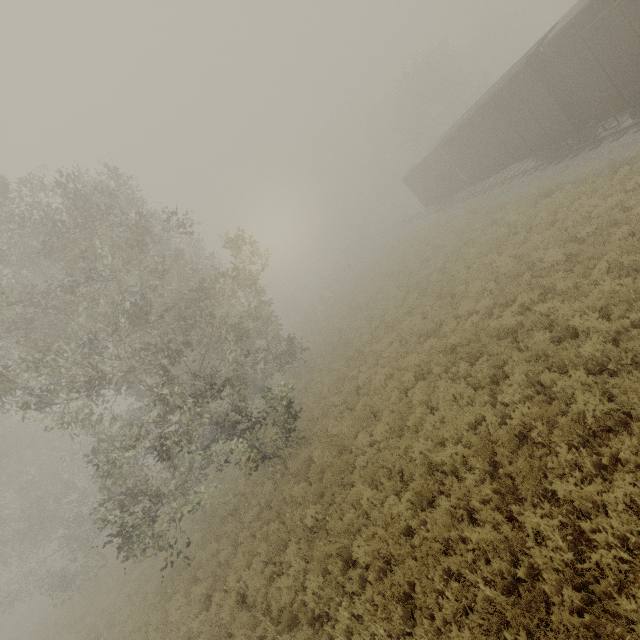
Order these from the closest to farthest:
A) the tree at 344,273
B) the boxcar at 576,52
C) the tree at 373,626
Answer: the tree at 373,626
the boxcar at 576,52
the tree at 344,273

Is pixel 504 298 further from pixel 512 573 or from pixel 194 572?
pixel 194 572

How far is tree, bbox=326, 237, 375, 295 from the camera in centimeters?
4716cm

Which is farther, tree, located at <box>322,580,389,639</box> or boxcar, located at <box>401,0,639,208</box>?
boxcar, located at <box>401,0,639,208</box>

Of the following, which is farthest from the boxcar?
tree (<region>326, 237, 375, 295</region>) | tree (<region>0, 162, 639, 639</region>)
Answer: tree (<region>326, 237, 375, 295</region>)

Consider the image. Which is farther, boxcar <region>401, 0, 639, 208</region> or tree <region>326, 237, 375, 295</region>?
tree <region>326, 237, 375, 295</region>

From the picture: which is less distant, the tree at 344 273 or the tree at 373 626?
the tree at 373 626
